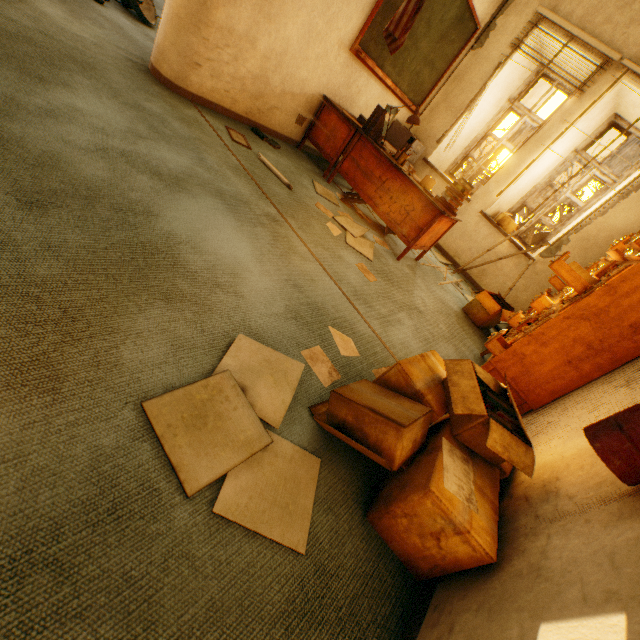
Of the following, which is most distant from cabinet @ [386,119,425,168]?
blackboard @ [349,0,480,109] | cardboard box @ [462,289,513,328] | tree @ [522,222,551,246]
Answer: tree @ [522,222,551,246]

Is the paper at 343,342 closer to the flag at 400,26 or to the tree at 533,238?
the flag at 400,26

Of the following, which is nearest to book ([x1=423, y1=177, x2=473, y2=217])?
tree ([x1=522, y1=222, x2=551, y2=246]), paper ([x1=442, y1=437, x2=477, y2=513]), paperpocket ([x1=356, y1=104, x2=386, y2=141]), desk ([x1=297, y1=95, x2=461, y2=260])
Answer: desk ([x1=297, y1=95, x2=461, y2=260])

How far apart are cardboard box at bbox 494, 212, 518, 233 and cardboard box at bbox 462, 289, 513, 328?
1.6 meters

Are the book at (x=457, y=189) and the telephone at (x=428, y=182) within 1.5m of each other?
yes

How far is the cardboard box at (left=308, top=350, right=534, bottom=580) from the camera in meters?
1.1

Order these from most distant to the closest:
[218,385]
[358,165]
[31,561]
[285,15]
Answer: [358,165], [285,15], [218,385], [31,561]

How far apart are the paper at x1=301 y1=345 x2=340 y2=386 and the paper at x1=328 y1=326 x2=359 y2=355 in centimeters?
13cm
